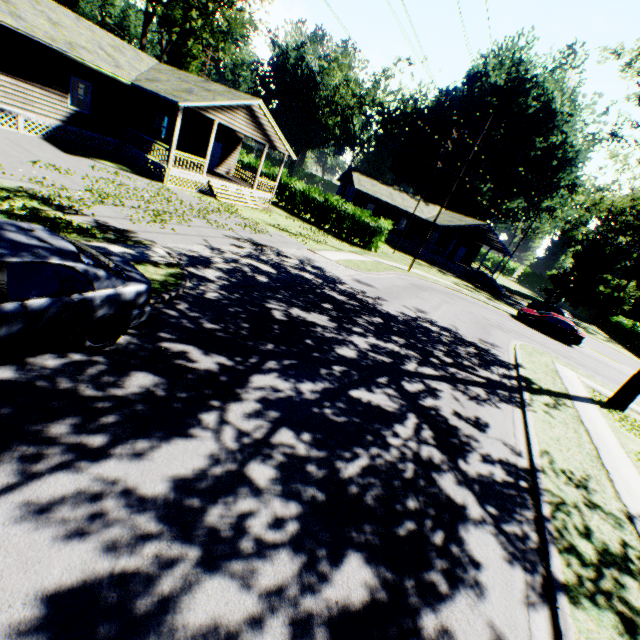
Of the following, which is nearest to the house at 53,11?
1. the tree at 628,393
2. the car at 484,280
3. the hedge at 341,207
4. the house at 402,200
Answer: the hedge at 341,207

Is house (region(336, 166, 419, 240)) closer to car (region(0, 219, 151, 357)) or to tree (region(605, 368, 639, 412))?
tree (region(605, 368, 639, 412))

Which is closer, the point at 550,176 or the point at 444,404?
the point at 444,404

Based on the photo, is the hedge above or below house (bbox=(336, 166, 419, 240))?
below

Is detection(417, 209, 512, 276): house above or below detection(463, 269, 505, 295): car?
above

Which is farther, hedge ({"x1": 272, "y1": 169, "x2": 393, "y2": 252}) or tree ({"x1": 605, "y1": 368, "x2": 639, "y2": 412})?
hedge ({"x1": 272, "y1": 169, "x2": 393, "y2": 252})

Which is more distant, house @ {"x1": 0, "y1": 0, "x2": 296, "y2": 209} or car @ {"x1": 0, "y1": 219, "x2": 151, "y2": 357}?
house @ {"x1": 0, "y1": 0, "x2": 296, "y2": 209}

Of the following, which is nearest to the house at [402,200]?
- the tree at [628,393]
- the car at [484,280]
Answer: the car at [484,280]
